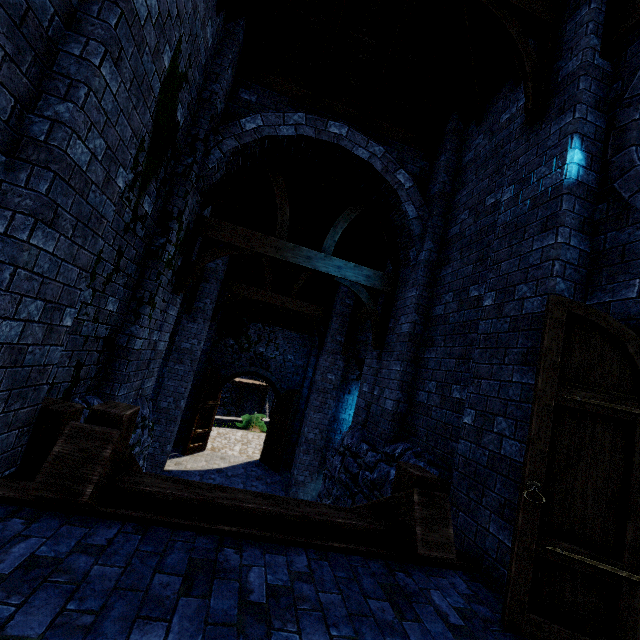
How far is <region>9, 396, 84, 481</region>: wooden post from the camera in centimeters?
302cm

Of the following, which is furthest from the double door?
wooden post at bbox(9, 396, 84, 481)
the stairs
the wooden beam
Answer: the wooden beam

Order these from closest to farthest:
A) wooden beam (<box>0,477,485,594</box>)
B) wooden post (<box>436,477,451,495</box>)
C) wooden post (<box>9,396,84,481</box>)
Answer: wooden beam (<box>0,477,485,594</box>)
wooden post (<box>9,396,84,481</box>)
wooden post (<box>436,477,451,495</box>)

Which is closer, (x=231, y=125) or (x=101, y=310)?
(x=101, y=310)

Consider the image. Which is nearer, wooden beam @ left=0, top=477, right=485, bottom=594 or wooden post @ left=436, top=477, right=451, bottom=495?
wooden beam @ left=0, top=477, right=485, bottom=594

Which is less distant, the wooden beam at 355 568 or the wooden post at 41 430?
the wooden beam at 355 568

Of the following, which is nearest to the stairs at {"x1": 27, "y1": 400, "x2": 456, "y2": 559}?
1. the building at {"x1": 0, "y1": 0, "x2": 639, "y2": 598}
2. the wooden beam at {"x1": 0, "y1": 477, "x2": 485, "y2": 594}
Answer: the wooden beam at {"x1": 0, "y1": 477, "x2": 485, "y2": 594}

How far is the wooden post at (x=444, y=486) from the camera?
3.9 meters
